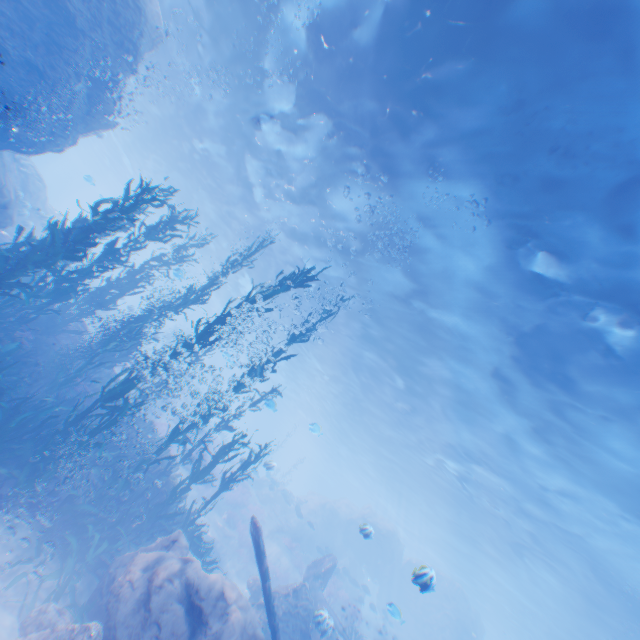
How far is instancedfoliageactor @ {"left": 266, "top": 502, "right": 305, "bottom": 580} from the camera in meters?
22.3

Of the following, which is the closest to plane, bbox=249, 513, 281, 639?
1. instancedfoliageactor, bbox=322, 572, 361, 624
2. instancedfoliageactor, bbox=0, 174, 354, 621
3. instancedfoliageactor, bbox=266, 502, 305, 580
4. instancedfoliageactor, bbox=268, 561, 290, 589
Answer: instancedfoliageactor, bbox=0, 174, 354, 621

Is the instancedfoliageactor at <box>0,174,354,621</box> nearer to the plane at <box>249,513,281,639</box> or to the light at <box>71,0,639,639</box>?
the plane at <box>249,513,281,639</box>

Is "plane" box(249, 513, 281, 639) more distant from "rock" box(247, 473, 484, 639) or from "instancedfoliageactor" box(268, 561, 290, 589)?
"instancedfoliageactor" box(268, 561, 290, 589)

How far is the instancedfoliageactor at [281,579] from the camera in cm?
1983

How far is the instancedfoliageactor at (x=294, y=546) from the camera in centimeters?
2228cm

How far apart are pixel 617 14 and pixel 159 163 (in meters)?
31.17

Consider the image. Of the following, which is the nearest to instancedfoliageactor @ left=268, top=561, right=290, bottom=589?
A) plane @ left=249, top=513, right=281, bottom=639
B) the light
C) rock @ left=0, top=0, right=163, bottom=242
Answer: rock @ left=0, top=0, right=163, bottom=242
